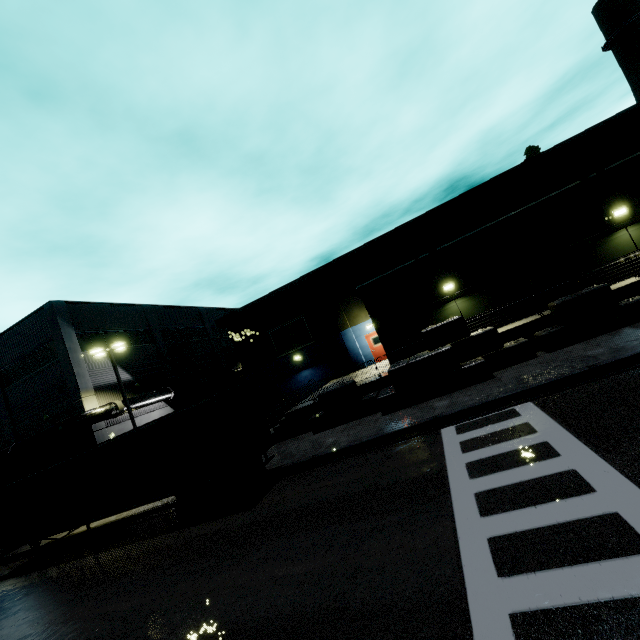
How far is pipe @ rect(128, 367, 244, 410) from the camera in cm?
2483

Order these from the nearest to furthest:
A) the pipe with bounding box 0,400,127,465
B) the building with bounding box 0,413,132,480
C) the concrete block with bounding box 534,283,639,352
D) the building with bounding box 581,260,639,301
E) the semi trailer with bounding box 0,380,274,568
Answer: the semi trailer with bounding box 0,380,274,568 → the concrete block with bounding box 534,283,639,352 → the building with bounding box 581,260,639,301 → the pipe with bounding box 0,400,127,465 → the building with bounding box 0,413,132,480

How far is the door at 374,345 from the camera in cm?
2628

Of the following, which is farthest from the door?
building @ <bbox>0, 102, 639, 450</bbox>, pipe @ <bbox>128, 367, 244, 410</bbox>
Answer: pipe @ <bbox>128, 367, 244, 410</bbox>

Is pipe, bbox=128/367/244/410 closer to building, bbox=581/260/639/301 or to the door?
building, bbox=581/260/639/301

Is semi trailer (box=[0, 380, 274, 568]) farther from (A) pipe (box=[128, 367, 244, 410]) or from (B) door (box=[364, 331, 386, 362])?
(B) door (box=[364, 331, 386, 362])

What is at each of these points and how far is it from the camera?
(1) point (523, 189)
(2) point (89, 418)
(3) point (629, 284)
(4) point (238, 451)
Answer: (1) building, 23.0 meters
(2) pipe, 21.4 meters
(3) building, 13.4 meters
(4) semi trailer, 14.0 meters

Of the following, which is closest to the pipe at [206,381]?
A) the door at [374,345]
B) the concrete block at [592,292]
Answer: the concrete block at [592,292]
